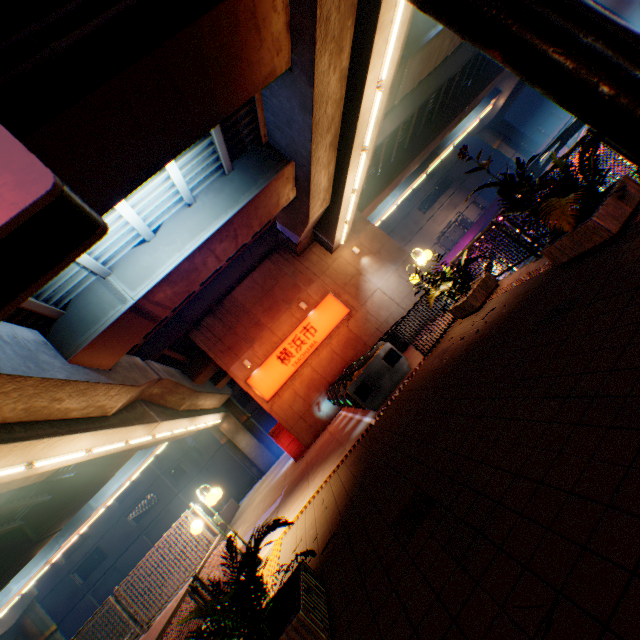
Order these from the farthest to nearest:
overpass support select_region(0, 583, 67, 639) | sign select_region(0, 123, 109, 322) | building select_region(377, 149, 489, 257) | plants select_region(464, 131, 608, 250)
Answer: building select_region(377, 149, 489, 257)
overpass support select_region(0, 583, 67, 639)
plants select_region(464, 131, 608, 250)
sign select_region(0, 123, 109, 322)

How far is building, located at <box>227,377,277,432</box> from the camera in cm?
4009

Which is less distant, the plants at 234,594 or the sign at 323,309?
the plants at 234,594

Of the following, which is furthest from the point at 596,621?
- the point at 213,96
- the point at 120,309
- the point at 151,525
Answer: the point at 151,525

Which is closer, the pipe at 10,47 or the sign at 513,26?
the sign at 513,26

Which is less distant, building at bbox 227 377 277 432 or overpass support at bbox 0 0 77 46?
overpass support at bbox 0 0 77 46

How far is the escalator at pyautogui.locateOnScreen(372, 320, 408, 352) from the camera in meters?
13.3

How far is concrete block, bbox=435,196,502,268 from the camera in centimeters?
2411cm
